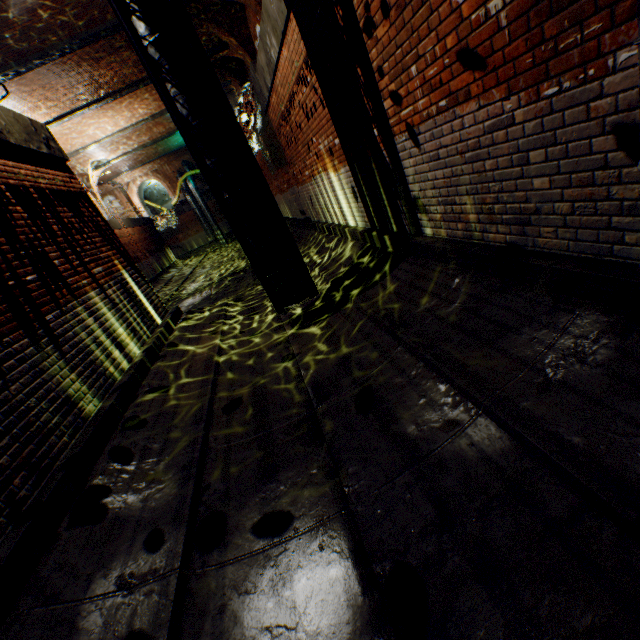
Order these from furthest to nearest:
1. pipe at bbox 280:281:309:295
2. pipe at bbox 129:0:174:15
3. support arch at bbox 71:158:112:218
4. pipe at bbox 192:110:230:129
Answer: support arch at bbox 71:158:112:218 < pipe at bbox 280:281:309:295 < pipe at bbox 192:110:230:129 < pipe at bbox 129:0:174:15

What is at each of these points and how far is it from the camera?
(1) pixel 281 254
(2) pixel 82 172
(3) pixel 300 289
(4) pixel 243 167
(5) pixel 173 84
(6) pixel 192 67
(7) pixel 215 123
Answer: (1) pipe, 5.3m
(2) support arch, 24.0m
(3) pipe, 5.6m
(4) pipe, 4.8m
(5) pipe, 4.3m
(6) pipe, 4.3m
(7) pipe, 4.5m

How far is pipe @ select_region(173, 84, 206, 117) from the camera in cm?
432

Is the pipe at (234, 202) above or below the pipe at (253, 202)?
above

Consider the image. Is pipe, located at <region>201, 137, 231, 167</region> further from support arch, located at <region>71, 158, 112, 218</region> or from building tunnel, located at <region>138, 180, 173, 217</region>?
building tunnel, located at <region>138, 180, 173, 217</region>

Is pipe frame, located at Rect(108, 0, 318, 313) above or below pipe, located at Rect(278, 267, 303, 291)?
above

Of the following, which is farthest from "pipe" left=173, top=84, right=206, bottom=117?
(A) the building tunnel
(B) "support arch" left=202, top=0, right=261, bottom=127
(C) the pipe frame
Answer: (A) the building tunnel
